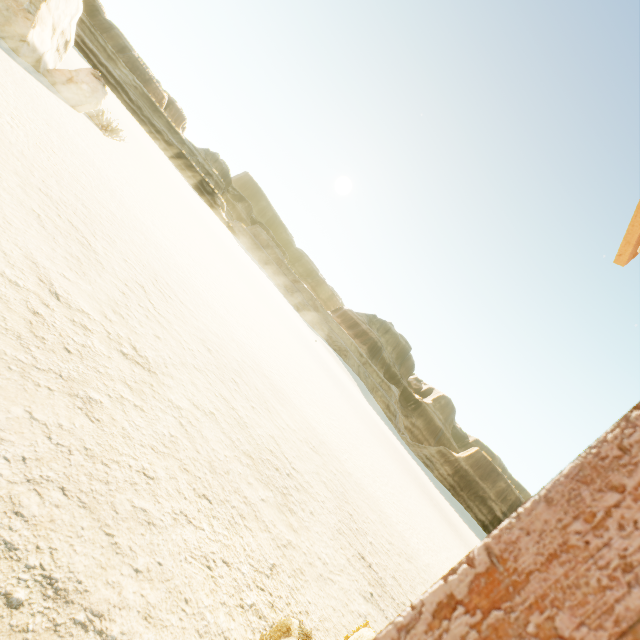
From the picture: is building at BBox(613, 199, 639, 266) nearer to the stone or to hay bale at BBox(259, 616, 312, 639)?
hay bale at BBox(259, 616, 312, 639)

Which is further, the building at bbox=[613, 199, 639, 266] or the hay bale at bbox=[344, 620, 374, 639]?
the hay bale at bbox=[344, 620, 374, 639]

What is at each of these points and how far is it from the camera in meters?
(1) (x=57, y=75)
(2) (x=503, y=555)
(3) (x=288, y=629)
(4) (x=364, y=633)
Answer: (1) stone, 13.0 m
(2) building, 0.4 m
(3) hay bale, 2.4 m
(4) hay bale, 2.3 m

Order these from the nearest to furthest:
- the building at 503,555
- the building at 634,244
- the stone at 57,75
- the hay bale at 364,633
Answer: the building at 503,555 → the building at 634,244 → the hay bale at 364,633 → the stone at 57,75

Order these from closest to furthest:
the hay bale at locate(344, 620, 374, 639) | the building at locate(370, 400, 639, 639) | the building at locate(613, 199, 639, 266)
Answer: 1. the building at locate(370, 400, 639, 639)
2. the building at locate(613, 199, 639, 266)
3. the hay bale at locate(344, 620, 374, 639)

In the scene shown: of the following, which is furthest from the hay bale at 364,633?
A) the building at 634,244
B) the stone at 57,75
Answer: the stone at 57,75
